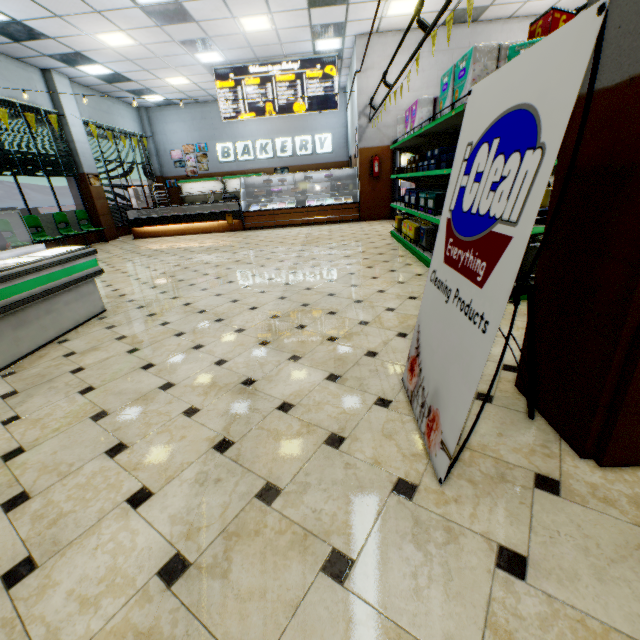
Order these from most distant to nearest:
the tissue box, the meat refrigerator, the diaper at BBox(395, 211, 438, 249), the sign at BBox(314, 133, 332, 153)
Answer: the sign at BBox(314, 133, 332, 153) → the diaper at BBox(395, 211, 438, 249) → the tissue box → the meat refrigerator

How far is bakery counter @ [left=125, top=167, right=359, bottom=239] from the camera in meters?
10.8 m

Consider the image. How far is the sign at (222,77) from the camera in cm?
1016

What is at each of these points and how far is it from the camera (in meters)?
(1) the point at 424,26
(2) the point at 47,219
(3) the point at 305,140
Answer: (1) light truss, 4.31
(2) hedge, 9.51
(3) sign, 14.60

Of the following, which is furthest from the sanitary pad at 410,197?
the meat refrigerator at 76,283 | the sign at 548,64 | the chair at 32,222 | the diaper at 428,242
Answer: the chair at 32,222

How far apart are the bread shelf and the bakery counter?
3.7m

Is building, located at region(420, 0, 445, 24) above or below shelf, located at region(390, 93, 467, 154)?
above

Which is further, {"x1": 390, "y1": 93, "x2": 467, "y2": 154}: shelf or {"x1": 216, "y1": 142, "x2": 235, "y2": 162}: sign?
{"x1": 216, "y1": 142, "x2": 235, "y2": 162}: sign
